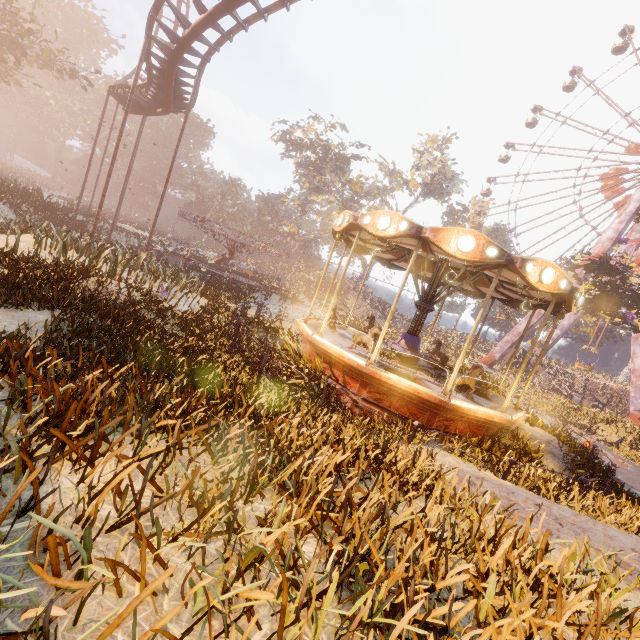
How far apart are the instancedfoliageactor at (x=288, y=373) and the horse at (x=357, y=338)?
1.1m

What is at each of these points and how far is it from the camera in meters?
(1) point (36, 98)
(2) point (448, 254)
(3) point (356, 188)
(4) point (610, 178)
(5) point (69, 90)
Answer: (1) instancedfoliageactor, 52.4 m
(2) carousel, 7.4 m
(3) tree, 53.5 m
(4) ferris wheel, 37.6 m
(5) instancedfoliageactor, 59.2 m

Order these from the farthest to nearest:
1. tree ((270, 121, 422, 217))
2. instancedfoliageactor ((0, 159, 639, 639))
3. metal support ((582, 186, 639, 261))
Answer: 1. tree ((270, 121, 422, 217))
2. metal support ((582, 186, 639, 261))
3. instancedfoliageactor ((0, 159, 639, 639))

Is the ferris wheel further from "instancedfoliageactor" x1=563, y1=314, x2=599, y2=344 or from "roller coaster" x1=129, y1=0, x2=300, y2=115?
"roller coaster" x1=129, y1=0, x2=300, y2=115

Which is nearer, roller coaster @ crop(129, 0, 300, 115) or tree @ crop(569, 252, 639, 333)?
roller coaster @ crop(129, 0, 300, 115)

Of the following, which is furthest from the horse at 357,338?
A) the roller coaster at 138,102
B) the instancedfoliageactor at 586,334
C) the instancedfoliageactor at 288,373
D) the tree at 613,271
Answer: the instancedfoliageactor at 586,334

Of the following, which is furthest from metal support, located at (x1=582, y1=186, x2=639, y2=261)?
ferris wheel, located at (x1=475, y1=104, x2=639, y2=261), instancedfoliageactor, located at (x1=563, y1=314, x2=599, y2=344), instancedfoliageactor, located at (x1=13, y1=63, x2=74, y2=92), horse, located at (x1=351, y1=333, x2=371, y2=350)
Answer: instancedfoliageactor, located at (x1=13, y1=63, x2=74, y2=92)

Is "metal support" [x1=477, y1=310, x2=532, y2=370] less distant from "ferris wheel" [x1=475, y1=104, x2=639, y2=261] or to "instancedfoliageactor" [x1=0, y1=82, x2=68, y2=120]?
"ferris wheel" [x1=475, y1=104, x2=639, y2=261]
